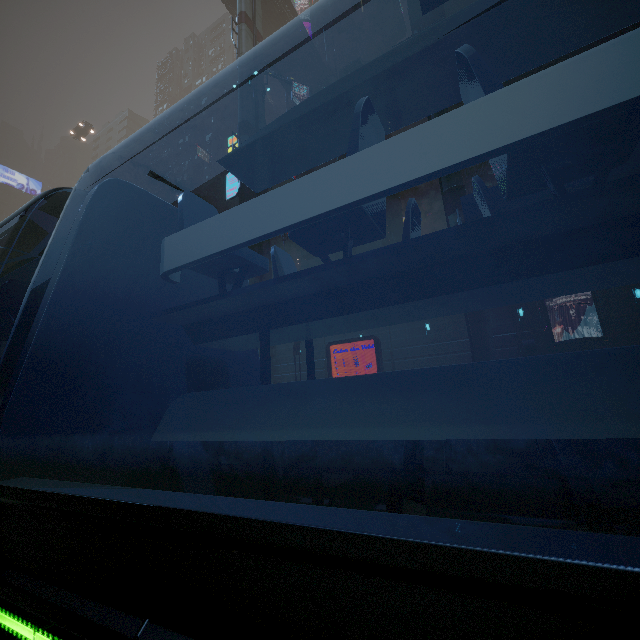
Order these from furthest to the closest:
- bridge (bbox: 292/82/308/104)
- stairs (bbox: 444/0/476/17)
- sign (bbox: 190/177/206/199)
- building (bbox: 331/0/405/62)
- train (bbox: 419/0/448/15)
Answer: sign (bbox: 190/177/206/199) → building (bbox: 331/0/405/62) → bridge (bbox: 292/82/308/104) → stairs (bbox: 444/0/476/17) → train (bbox: 419/0/448/15)

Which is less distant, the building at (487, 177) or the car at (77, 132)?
the building at (487, 177)

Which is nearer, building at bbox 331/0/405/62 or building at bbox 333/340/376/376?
building at bbox 333/340/376/376

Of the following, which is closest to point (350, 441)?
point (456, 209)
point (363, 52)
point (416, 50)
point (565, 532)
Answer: point (565, 532)

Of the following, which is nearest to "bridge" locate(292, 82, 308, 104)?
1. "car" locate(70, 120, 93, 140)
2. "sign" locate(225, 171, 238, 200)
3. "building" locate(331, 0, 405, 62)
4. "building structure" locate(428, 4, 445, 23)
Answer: "building structure" locate(428, 4, 445, 23)

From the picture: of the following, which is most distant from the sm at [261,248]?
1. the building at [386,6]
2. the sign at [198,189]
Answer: the sign at [198,189]

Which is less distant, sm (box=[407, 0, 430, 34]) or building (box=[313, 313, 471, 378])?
sm (box=[407, 0, 430, 34])
